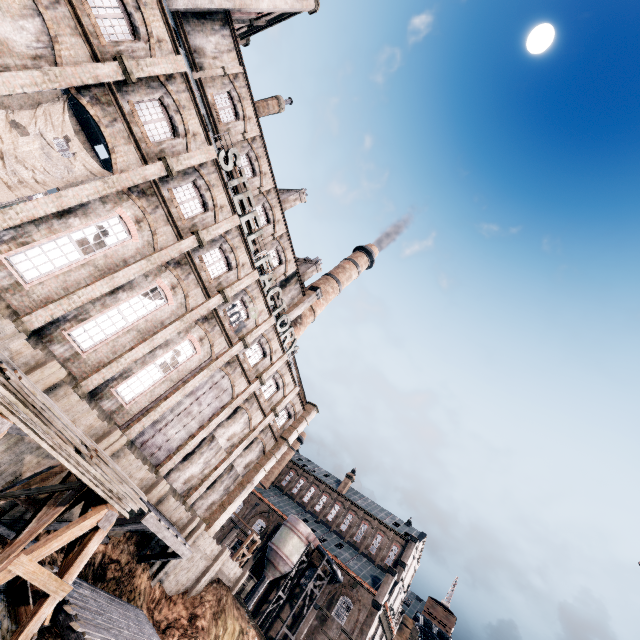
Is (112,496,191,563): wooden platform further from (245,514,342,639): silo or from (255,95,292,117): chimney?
(245,514,342,639): silo

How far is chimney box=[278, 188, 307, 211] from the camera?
36.1m

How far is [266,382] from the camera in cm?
3025

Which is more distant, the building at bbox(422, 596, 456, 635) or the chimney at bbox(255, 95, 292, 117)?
the building at bbox(422, 596, 456, 635)

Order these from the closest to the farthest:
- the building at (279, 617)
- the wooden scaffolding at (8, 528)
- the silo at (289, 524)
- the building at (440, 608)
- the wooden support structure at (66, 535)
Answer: the wooden support structure at (66, 535) < the wooden scaffolding at (8, 528) < the silo at (289, 524) < the building at (279, 617) < the building at (440, 608)

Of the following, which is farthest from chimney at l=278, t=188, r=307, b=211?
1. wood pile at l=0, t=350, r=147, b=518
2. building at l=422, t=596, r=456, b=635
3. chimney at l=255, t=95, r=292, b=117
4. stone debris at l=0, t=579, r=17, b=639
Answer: building at l=422, t=596, r=456, b=635

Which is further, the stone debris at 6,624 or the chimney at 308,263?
the chimney at 308,263

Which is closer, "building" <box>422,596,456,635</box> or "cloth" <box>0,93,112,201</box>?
"cloth" <box>0,93,112,201</box>
